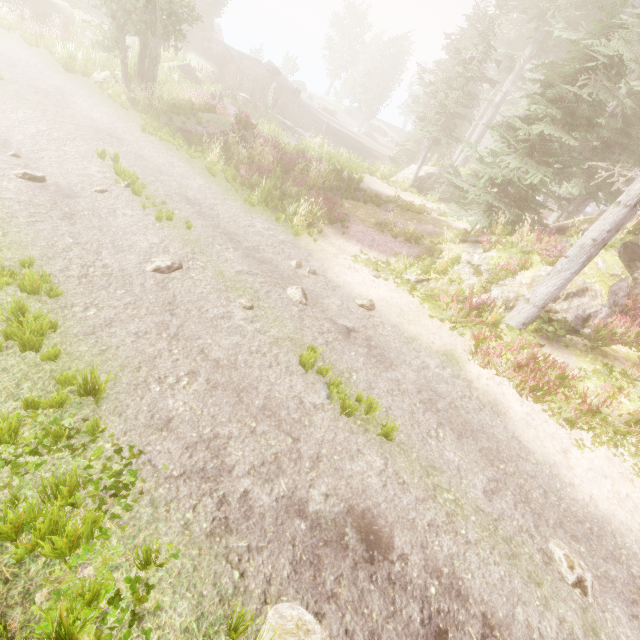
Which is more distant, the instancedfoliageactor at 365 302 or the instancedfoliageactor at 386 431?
the instancedfoliageactor at 365 302

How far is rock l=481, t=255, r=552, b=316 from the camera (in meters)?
10.40

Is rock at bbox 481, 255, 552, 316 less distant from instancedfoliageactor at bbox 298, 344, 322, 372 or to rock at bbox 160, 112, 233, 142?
instancedfoliageactor at bbox 298, 344, 322, 372

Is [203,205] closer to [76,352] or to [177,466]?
[76,352]

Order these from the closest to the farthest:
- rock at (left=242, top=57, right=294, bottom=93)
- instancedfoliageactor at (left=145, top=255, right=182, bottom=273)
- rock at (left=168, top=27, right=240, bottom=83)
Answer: instancedfoliageactor at (left=145, top=255, right=182, bottom=273) → rock at (left=168, top=27, right=240, bottom=83) → rock at (left=242, top=57, right=294, bottom=93)

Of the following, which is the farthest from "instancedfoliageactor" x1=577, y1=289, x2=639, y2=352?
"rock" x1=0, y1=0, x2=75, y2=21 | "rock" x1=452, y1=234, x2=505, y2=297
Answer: "rock" x1=0, y1=0, x2=75, y2=21

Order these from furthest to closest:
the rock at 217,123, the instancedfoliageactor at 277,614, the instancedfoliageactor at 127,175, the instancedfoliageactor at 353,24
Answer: the instancedfoliageactor at 353,24
the rock at 217,123
the instancedfoliageactor at 127,175
the instancedfoliageactor at 277,614

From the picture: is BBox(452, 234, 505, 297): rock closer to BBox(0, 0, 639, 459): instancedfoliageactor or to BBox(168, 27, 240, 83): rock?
BBox(0, 0, 639, 459): instancedfoliageactor
